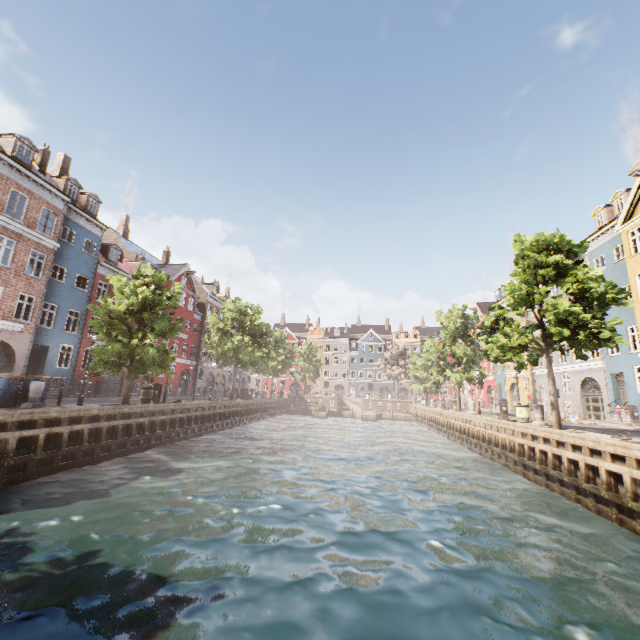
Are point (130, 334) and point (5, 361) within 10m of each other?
yes

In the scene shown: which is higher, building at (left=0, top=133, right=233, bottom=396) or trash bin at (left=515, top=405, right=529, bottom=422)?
building at (left=0, top=133, right=233, bottom=396)

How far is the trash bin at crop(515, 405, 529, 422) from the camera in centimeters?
1872cm

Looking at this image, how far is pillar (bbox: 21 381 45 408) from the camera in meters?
12.6 m

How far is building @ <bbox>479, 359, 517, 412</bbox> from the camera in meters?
37.5 m

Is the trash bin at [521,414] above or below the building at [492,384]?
below

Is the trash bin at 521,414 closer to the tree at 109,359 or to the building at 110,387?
the tree at 109,359

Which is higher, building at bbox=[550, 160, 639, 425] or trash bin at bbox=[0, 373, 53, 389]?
building at bbox=[550, 160, 639, 425]
